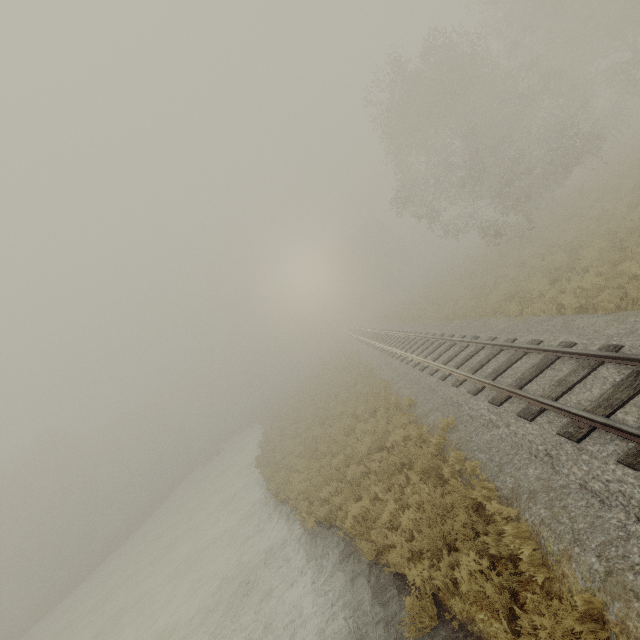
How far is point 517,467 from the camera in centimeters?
609cm
